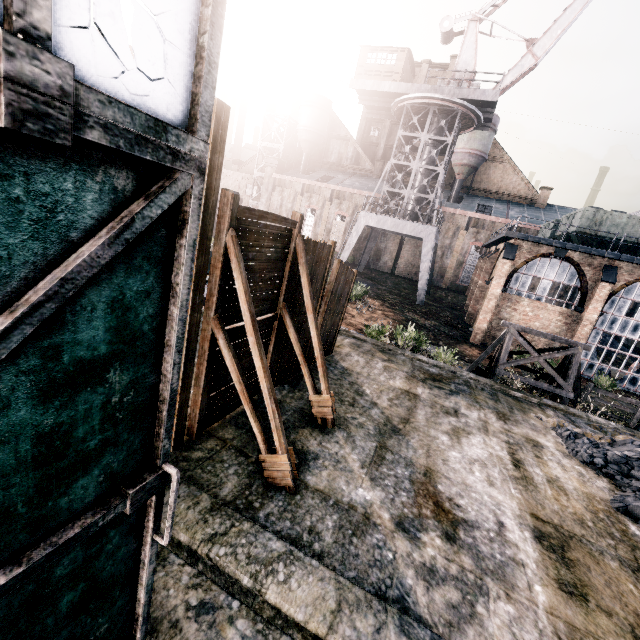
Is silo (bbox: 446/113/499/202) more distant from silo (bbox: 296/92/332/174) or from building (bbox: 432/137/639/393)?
silo (bbox: 296/92/332/174)

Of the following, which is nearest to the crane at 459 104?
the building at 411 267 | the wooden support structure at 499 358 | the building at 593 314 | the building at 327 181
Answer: the building at 593 314

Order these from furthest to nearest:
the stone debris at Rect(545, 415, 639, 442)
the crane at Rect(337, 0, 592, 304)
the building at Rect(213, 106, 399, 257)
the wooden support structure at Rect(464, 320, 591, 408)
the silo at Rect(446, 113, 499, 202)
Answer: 1. the building at Rect(213, 106, 399, 257)
2. the silo at Rect(446, 113, 499, 202)
3. the crane at Rect(337, 0, 592, 304)
4. the wooden support structure at Rect(464, 320, 591, 408)
5. the stone debris at Rect(545, 415, 639, 442)

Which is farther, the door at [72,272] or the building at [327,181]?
the building at [327,181]

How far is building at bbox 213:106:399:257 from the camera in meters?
48.0 m

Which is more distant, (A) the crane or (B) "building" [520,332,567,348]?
(A) the crane

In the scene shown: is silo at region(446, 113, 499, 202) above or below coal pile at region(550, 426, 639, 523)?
above

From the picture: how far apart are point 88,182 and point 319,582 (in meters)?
3.78
